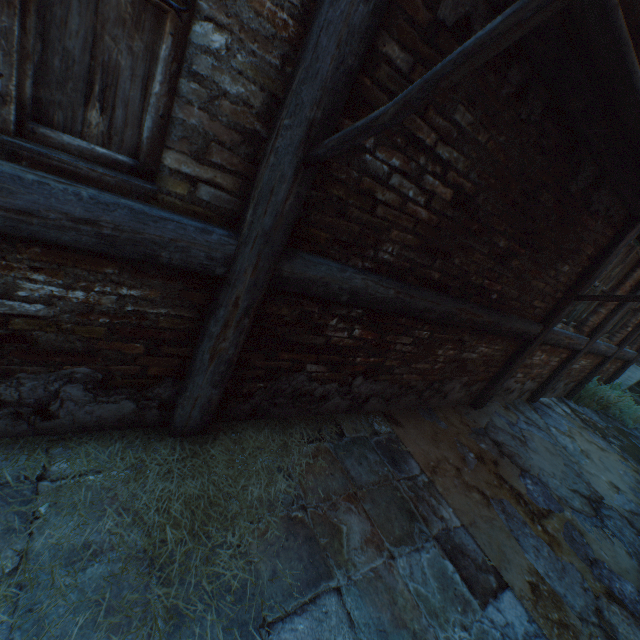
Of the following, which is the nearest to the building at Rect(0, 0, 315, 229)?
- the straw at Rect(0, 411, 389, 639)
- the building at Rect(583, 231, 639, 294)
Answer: the straw at Rect(0, 411, 389, 639)

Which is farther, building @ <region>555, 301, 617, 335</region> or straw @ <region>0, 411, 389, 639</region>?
building @ <region>555, 301, 617, 335</region>

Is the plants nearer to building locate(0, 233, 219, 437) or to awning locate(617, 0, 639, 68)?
awning locate(617, 0, 639, 68)

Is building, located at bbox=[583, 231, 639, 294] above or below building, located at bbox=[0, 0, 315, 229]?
above

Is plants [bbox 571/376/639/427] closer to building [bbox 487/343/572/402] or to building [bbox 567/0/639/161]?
building [bbox 567/0/639/161]

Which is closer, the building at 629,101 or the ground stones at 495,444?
the building at 629,101

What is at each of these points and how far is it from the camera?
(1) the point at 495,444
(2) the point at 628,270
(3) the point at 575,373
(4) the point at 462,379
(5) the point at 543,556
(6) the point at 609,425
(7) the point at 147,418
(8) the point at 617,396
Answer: (1) ground stones, 3.9m
(2) building, 4.6m
(3) building, 6.3m
(4) building, 4.0m
(5) ground stones, 2.7m
(6) ground stones, 6.7m
(7) building, 2.1m
(8) plants, 7.1m

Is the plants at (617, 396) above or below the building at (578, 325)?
below
